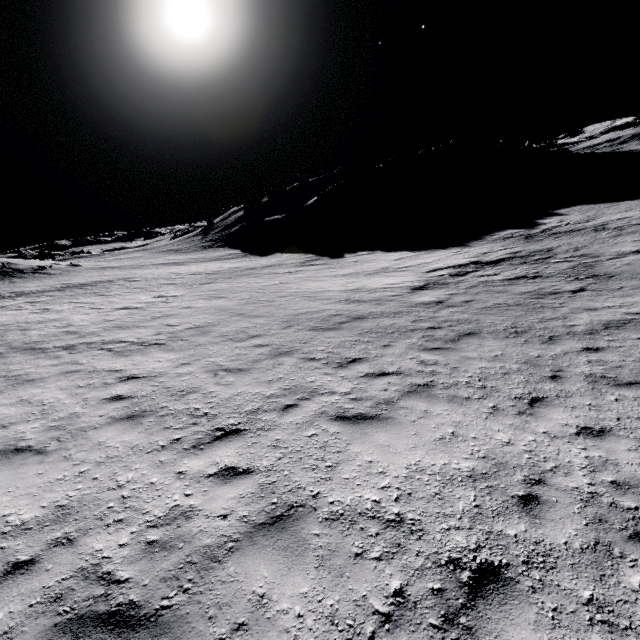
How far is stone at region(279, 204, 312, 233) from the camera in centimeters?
5609cm

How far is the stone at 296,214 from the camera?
56.09m

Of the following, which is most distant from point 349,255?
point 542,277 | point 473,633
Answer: point 473,633
